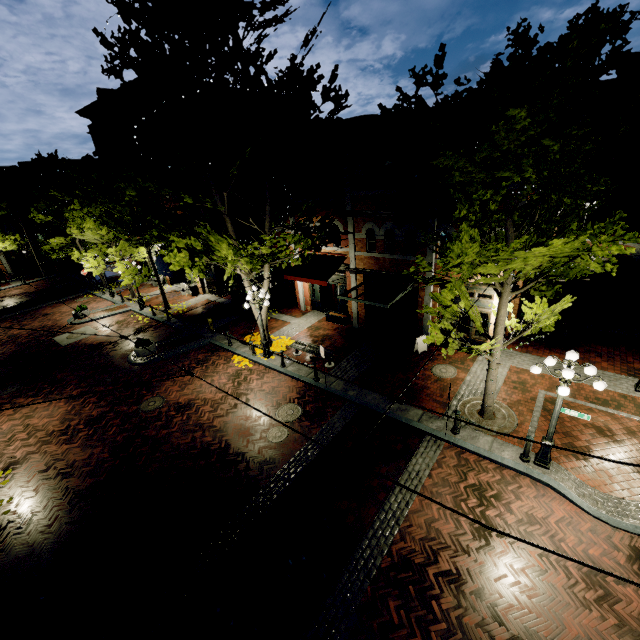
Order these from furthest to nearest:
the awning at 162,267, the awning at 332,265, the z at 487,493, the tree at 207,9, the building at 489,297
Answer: the awning at 162,267 < the awning at 332,265 < the building at 489,297 < the tree at 207,9 < the z at 487,493

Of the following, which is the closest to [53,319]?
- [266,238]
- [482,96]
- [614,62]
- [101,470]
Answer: [101,470]

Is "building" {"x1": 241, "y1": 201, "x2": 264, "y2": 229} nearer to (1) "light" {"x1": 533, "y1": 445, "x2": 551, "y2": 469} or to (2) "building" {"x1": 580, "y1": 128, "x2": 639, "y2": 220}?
(2) "building" {"x1": 580, "y1": 128, "x2": 639, "y2": 220}

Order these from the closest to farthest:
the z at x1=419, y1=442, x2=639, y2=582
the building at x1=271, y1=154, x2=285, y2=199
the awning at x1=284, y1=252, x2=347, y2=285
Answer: the z at x1=419, y1=442, x2=639, y2=582 < the awning at x1=284, y1=252, x2=347, y2=285 < the building at x1=271, y1=154, x2=285, y2=199

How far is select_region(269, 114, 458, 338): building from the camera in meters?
12.7 m

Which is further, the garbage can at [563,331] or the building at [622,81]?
the building at [622,81]

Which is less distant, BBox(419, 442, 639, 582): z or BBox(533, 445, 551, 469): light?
BBox(419, 442, 639, 582): z
